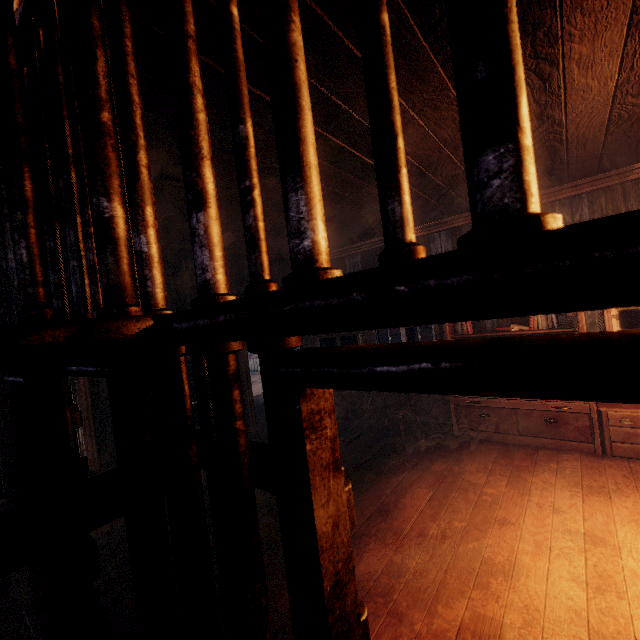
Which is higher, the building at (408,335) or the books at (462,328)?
the books at (462,328)

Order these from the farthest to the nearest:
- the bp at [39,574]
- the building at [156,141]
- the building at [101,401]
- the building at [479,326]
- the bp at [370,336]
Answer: the bp at [370,336]
the building at [479,326]
the building at [101,401]
the bp at [39,574]
the building at [156,141]

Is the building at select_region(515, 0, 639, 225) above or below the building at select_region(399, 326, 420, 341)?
above

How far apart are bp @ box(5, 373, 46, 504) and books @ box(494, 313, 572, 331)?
5.77m

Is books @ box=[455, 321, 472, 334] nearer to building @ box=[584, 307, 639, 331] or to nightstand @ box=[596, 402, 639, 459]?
building @ box=[584, 307, 639, 331]

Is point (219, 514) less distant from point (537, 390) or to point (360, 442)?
point (537, 390)

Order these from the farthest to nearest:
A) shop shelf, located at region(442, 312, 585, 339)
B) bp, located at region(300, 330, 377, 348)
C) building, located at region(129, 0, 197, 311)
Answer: bp, located at region(300, 330, 377, 348)
shop shelf, located at region(442, 312, 585, 339)
building, located at region(129, 0, 197, 311)

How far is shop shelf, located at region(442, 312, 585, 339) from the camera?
4.5m
